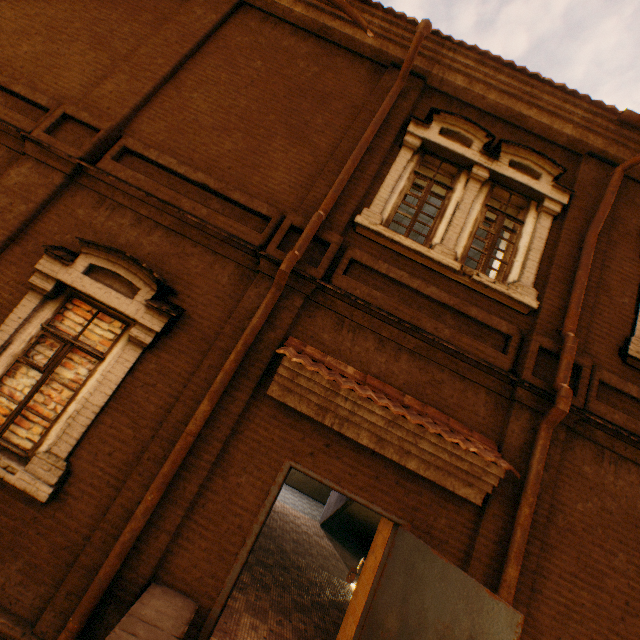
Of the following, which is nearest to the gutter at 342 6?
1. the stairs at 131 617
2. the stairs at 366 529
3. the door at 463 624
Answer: the stairs at 366 529

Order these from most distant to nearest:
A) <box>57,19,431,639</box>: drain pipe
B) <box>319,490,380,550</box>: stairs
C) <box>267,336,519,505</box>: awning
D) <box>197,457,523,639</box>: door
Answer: <box>319,490,380,550</box>: stairs → <box>267,336,519,505</box>: awning → <box>57,19,431,639</box>: drain pipe → <box>197,457,523,639</box>: door

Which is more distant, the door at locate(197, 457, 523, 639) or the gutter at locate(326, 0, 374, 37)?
the gutter at locate(326, 0, 374, 37)

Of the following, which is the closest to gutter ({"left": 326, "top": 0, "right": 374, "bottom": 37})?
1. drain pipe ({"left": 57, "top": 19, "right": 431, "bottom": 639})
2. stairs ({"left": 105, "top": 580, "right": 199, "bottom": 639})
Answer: drain pipe ({"left": 57, "top": 19, "right": 431, "bottom": 639})

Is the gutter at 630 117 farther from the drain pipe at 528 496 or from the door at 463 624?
the door at 463 624

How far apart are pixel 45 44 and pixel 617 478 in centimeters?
1135cm

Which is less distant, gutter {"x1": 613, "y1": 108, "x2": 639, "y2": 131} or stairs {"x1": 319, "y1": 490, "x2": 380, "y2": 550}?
gutter {"x1": 613, "y1": 108, "x2": 639, "y2": 131}

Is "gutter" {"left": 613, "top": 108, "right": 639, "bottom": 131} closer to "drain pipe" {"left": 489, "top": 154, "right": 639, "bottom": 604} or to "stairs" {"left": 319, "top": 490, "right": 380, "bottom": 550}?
"drain pipe" {"left": 489, "top": 154, "right": 639, "bottom": 604}
